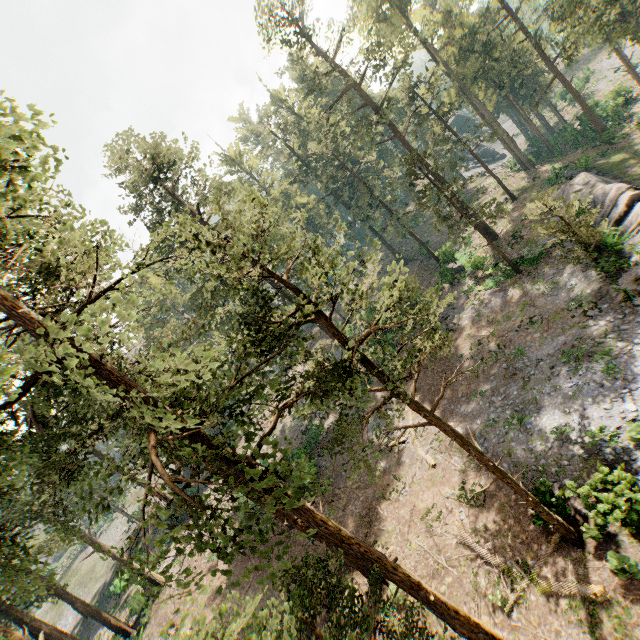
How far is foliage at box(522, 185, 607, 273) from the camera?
19.0 meters

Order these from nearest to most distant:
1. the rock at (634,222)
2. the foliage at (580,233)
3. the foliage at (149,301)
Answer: the foliage at (149,301) → the rock at (634,222) → the foliage at (580,233)

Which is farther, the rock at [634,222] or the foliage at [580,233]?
the foliage at [580,233]

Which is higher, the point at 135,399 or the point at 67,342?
the point at 67,342

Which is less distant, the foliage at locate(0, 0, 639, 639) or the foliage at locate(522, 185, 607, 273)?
the foliage at locate(0, 0, 639, 639)

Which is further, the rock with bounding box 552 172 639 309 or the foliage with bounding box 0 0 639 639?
→ the rock with bounding box 552 172 639 309

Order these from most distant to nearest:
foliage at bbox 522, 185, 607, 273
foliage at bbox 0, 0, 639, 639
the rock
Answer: foliage at bbox 522, 185, 607, 273 < the rock < foliage at bbox 0, 0, 639, 639
